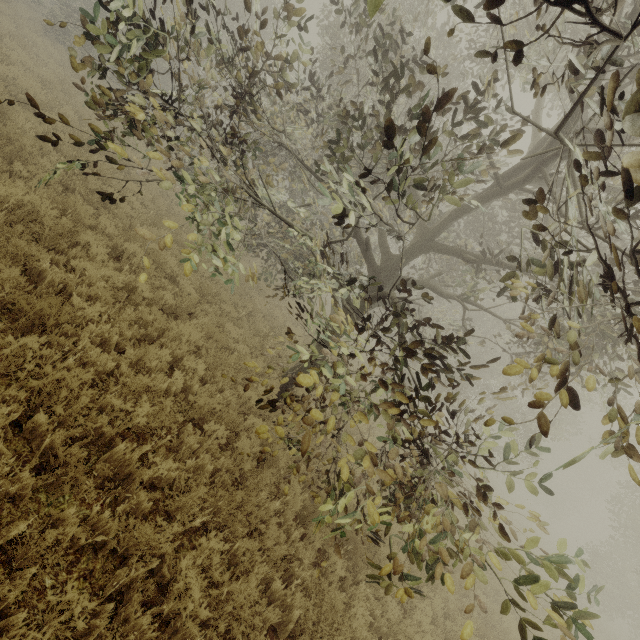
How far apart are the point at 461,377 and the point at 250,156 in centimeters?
1263cm

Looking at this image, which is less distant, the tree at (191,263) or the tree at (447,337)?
the tree at (447,337)

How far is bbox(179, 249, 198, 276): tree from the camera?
3.5m

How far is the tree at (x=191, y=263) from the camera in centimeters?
351cm

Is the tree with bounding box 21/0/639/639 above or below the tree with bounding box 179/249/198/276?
above

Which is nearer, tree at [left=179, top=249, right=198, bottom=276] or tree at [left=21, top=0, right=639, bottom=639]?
tree at [left=21, top=0, right=639, bottom=639]
